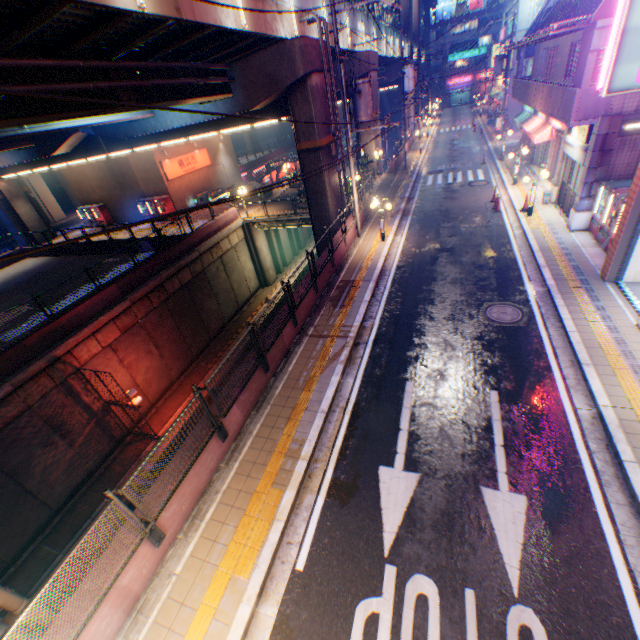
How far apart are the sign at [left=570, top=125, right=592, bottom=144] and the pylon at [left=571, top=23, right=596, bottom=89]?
0.8 meters

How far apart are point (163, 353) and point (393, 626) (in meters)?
17.78

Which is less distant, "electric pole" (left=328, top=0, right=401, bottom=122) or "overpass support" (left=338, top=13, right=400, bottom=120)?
"electric pole" (left=328, top=0, right=401, bottom=122)

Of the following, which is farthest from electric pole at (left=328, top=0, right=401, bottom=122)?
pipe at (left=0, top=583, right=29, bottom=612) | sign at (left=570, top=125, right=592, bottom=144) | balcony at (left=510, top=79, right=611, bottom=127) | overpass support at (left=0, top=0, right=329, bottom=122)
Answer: pipe at (left=0, top=583, right=29, bottom=612)

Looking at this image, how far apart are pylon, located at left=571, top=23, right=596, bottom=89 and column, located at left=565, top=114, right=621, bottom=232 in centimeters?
92cm

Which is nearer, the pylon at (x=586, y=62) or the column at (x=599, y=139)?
the pylon at (x=586, y=62)

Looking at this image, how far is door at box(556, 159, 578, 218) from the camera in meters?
14.8

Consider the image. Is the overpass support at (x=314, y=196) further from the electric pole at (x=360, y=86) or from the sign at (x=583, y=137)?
the sign at (x=583, y=137)
